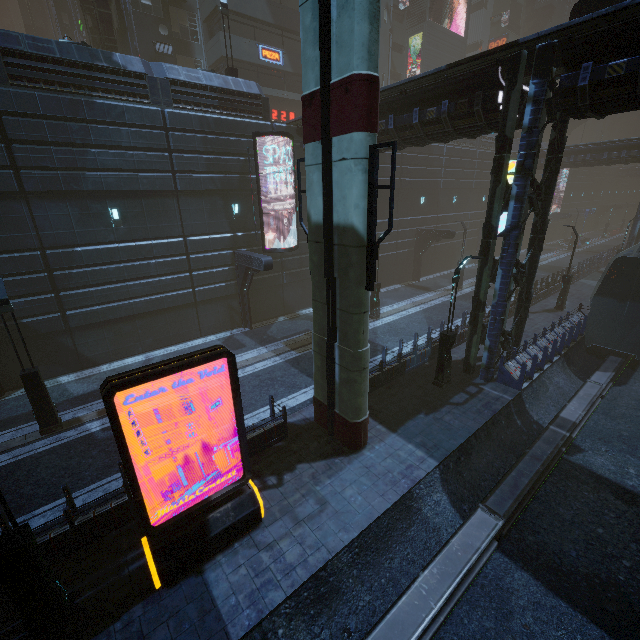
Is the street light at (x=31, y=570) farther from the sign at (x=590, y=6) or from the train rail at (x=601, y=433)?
the sign at (x=590, y=6)

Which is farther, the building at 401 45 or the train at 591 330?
the building at 401 45

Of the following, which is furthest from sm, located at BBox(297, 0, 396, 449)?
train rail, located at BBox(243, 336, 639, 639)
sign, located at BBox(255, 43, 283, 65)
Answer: sign, located at BBox(255, 43, 283, 65)

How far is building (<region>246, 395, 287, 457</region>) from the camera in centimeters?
1028cm

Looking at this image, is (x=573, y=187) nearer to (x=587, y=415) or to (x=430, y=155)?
(x=430, y=155)

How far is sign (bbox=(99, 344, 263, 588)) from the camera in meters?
5.8 m

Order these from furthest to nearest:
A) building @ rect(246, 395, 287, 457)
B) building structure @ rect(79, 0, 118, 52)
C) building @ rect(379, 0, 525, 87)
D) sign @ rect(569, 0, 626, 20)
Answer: building @ rect(379, 0, 525, 87) → building structure @ rect(79, 0, 118, 52) → sign @ rect(569, 0, 626, 20) → building @ rect(246, 395, 287, 457)

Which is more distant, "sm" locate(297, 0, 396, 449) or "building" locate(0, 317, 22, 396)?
"building" locate(0, 317, 22, 396)
